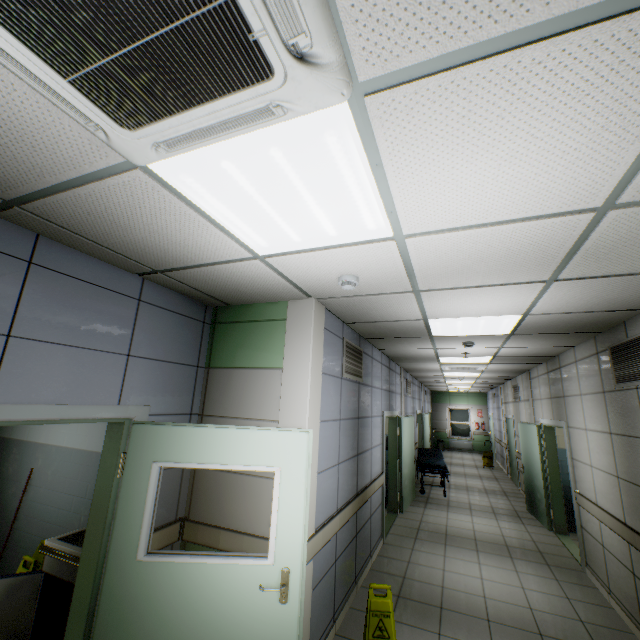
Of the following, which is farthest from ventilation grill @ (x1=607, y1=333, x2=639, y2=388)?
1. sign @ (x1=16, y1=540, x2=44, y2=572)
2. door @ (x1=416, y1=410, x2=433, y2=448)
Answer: door @ (x1=416, y1=410, x2=433, y2=448)

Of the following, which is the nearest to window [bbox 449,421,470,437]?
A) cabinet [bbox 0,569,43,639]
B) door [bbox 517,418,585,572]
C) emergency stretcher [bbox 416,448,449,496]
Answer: emergency stretcher [bbox 416,448,449,496]

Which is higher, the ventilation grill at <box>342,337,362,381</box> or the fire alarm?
the fire alarm

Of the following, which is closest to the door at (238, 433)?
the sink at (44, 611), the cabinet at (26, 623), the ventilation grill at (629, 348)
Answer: the sink at (44, 611)

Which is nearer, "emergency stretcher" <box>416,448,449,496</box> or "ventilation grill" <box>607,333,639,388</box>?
"ventilation grill" <box>607,333,639,388</box>

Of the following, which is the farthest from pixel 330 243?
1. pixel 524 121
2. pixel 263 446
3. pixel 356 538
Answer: pixel 356 538

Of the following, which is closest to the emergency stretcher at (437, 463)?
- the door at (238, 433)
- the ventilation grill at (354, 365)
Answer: the ventilation grill at (354, 365)

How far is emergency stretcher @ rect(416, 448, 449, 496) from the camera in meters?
8.6 m
